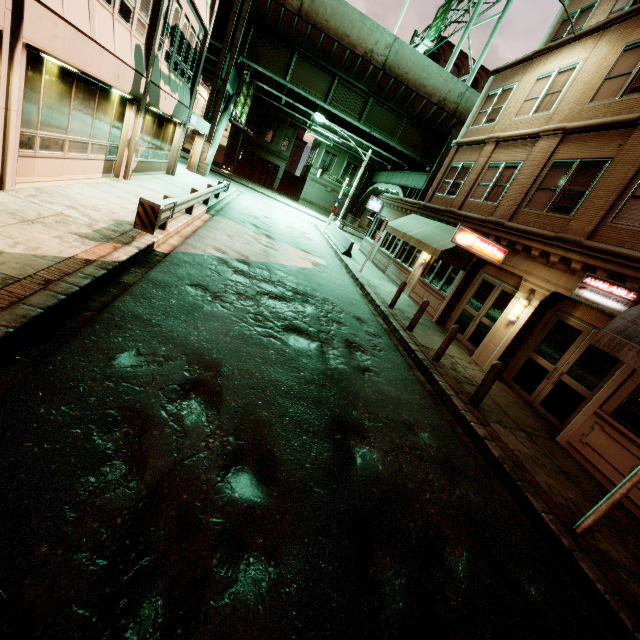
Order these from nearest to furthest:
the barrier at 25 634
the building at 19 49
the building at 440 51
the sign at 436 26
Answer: the barrier at 25 634 < the building at 19 49 < the sign at 436 26 < the building at 440 51

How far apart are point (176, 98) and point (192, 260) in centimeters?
1207cm

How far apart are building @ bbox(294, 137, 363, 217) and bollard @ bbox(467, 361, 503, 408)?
44.7 meters

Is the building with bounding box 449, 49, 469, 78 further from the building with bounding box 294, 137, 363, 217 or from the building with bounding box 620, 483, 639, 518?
the building with bounding box 620, 483, 639, 518

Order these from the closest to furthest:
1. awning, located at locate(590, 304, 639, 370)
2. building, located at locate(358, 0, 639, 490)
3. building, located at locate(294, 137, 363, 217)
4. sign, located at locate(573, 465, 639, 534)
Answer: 1. sign, located at locate(573, 465, 639, 534)
2. awning, located at locate(590, 304, 639, 370)
3. building, located at locate(358, 0, 639, 490)
4. building, located at locate(294, 137, 363, 217)

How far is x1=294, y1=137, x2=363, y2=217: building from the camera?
45.66m

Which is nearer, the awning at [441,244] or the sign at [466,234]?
the sign at [466,234]

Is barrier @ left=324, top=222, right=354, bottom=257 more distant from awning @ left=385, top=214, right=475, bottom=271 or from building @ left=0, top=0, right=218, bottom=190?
building @ left=0, top=0, right=218, bottom=190
